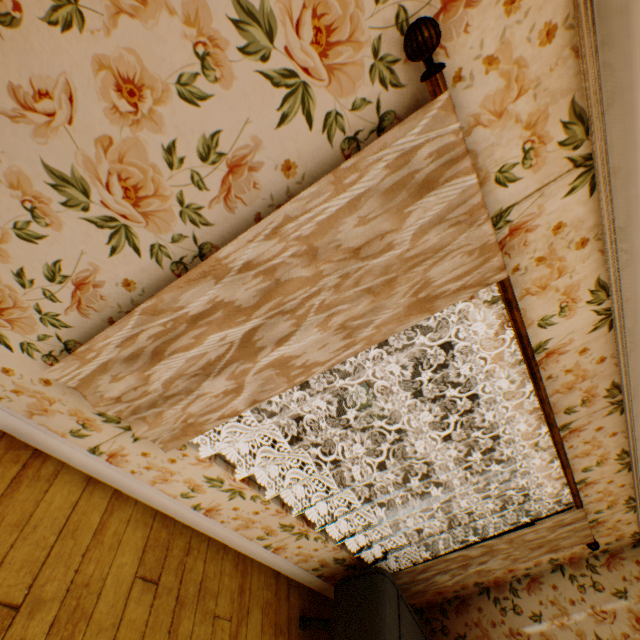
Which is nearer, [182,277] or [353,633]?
[182,277]

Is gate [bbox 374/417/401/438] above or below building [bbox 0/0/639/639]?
below

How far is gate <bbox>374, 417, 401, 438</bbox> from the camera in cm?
2384

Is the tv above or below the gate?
above

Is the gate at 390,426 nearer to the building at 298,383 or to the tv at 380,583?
the building at 298,383

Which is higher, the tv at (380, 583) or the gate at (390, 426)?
the tv at (380, 583)

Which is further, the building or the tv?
the tv

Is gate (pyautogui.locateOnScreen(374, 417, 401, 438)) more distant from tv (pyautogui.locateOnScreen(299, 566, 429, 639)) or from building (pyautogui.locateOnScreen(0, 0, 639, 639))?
tv (pyautogui.locateOnScreen(299, 566, 429, 639))
